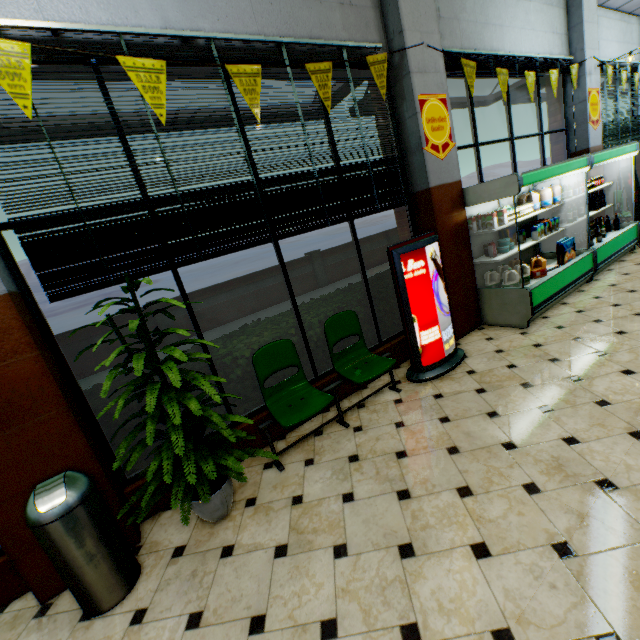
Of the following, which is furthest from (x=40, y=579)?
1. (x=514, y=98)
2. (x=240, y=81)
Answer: (x=514, y=98)

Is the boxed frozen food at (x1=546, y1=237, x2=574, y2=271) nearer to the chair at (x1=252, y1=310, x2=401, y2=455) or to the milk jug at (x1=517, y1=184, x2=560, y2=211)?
the milk jug at (x1=517, y1=184, x2=560, y2=211)

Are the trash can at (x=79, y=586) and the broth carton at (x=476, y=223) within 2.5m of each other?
no

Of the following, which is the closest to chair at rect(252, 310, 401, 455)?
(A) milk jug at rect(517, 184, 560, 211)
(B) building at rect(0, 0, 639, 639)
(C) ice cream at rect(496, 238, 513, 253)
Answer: (B) building at rect(0, 0, 639, 639)

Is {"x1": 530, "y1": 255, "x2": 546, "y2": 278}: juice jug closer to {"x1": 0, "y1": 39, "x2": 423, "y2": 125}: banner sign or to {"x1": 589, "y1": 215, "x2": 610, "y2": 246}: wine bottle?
{"x1": 589, "y1": 215, "x2": 610, "y2": 246}: wine bottle

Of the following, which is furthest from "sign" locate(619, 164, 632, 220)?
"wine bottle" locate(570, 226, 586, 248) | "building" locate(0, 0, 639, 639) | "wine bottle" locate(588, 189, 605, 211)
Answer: "wine bottle" locate(570, 226, 586, 248)

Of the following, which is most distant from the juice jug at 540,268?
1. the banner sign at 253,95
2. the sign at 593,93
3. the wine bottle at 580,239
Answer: the sign at 593,93

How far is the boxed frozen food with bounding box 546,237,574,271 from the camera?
5.2m
